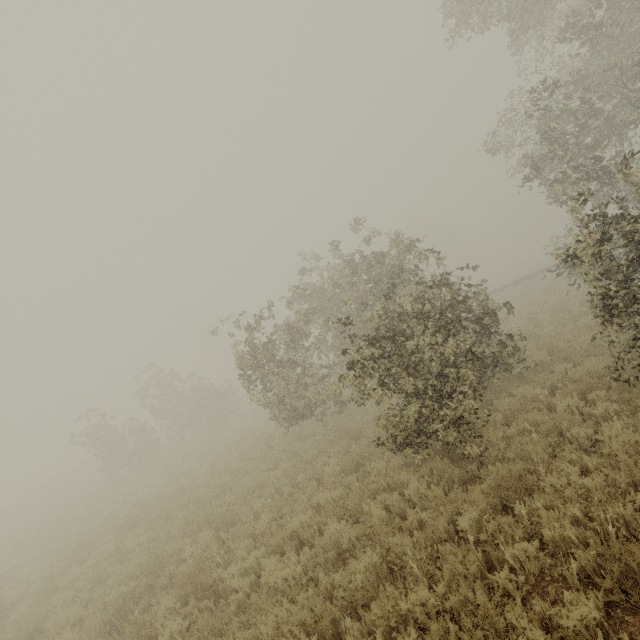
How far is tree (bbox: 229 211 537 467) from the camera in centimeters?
666cm

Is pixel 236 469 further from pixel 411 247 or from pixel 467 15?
pixel 467 15

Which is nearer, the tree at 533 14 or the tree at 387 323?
the tree at 533 14

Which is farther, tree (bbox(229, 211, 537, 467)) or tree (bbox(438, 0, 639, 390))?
tree (bbox(229, 211, 537, 467))

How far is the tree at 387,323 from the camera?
6.66m
